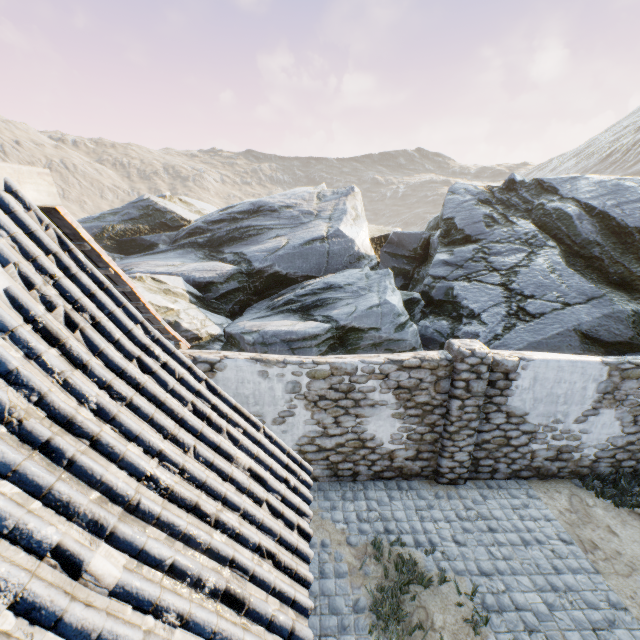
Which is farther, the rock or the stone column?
the rock

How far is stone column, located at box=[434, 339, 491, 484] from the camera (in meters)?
6.19

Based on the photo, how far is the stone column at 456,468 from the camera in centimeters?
619cm

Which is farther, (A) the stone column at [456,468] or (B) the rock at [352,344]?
(B) the rock at [352,344]

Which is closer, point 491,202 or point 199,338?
point 199,338
